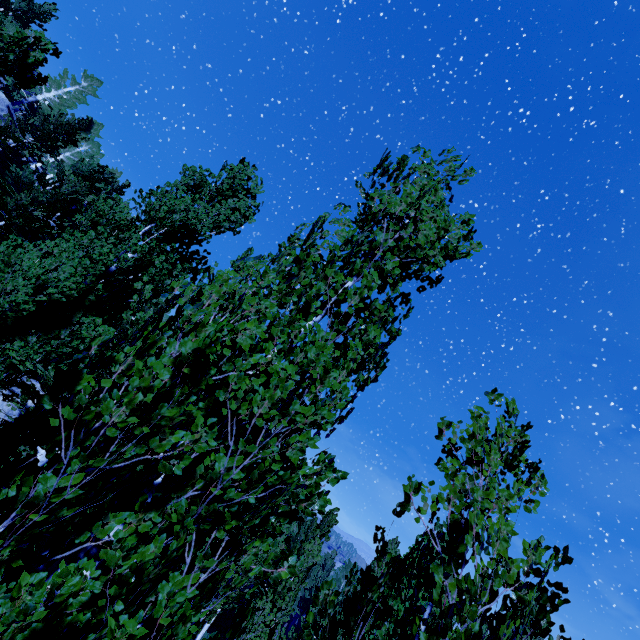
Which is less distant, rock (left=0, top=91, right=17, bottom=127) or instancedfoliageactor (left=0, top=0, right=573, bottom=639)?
instancedfoliageactor (left=0, top=0, right=573, bottom=639)

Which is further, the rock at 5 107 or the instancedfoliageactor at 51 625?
the rock at 5 107

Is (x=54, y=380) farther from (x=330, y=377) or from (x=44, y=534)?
(x=330, y=377)

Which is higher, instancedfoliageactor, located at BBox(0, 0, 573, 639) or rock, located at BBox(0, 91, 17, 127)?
rock, located at BBox(0, 91, 17, 127)

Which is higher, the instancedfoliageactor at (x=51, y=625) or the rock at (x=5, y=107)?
the rock at (x=5, y=107)
